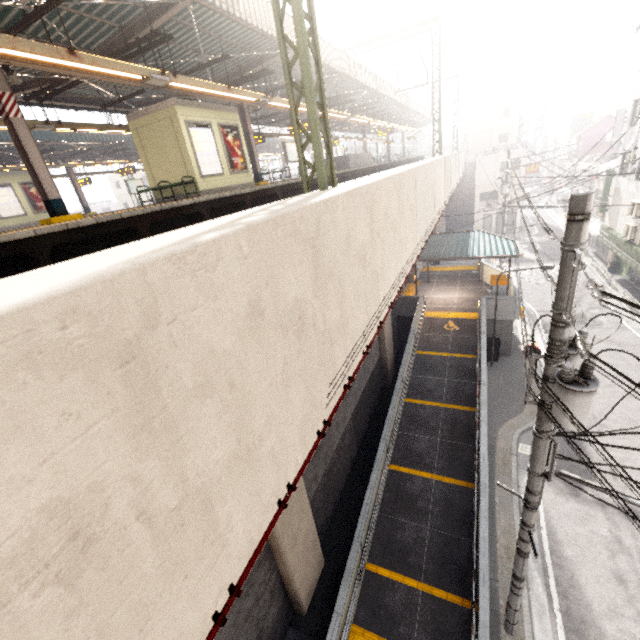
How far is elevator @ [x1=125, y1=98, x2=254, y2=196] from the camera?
10.7m

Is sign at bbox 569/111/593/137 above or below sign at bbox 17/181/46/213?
below

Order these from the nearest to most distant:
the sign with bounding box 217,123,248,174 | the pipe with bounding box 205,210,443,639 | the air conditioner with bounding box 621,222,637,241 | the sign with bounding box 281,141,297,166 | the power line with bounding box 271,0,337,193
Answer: the pipe with bounding box 205,210,443,639, the power line with bounding box 271,0,337,193, the sign with bounding box 217,123,248,174, the sign with bounding box 281,141,297,166, the air conditioner with bounding box 621,222,637,241

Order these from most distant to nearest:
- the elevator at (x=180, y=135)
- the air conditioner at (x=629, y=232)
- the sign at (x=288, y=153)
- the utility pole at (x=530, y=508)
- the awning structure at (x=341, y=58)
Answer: the air conditioner at (x=629, y=232), the sign at (x=288, y=153), the awning structure at (x=341, y=58), the elevator at (x=180, y=135), the utility pole at (x=530, y=508)

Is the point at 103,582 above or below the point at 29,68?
below

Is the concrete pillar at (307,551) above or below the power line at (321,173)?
below

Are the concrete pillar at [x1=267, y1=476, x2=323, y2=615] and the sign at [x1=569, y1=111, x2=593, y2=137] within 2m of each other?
no

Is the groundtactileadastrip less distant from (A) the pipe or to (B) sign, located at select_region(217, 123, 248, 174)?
(A) the pipe
